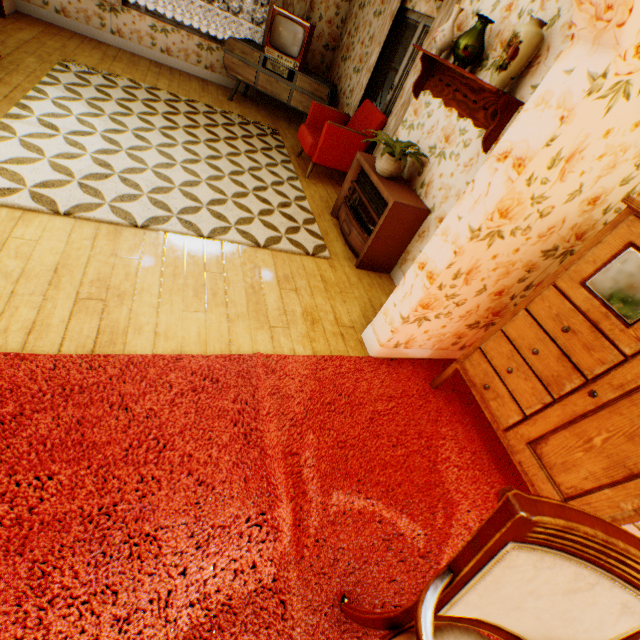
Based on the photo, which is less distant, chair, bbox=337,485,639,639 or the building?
chair, bbox=337,485,639,639

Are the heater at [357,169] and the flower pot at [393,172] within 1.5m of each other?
yes

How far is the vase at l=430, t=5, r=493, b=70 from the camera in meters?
2.8 m

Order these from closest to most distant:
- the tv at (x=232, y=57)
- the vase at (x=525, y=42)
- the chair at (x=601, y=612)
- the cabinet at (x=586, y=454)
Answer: the chair at (x=601, y=612), the cabinet at (x=586, y=454), the vase at (x=525, y=42), the tv at (x=232, y=57)

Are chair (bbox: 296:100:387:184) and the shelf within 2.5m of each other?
yes

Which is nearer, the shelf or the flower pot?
the shelf

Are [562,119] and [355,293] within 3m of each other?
yes

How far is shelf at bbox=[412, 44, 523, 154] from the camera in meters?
2.7
